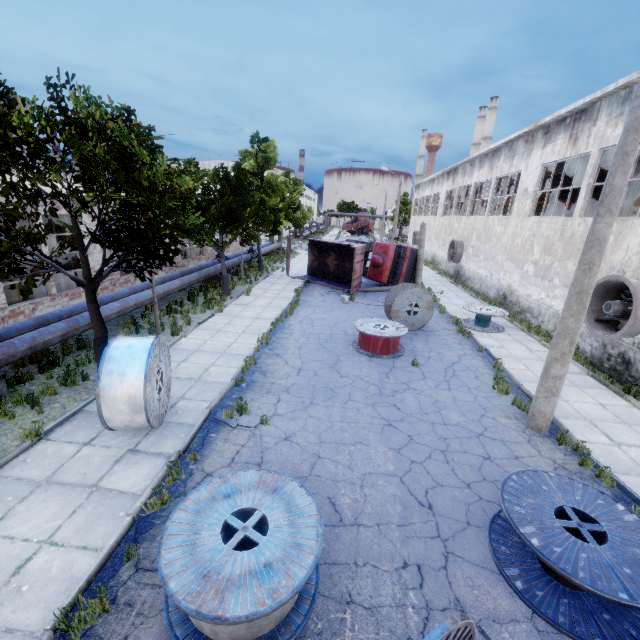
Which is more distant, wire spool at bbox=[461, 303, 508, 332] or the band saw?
wire spool at bbox=[461, 303, 508, 332]

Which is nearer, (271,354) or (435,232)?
(271,354)

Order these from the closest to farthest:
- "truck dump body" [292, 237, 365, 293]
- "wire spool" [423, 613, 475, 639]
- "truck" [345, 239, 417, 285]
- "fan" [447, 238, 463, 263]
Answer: "wire spool" [423, 613, 475, 639], "truck dump body" [292, 237, 365, 293], "truck" [345, 239, 417, 285], "fan" [447, 238, 463, 263]

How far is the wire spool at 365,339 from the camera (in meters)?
11.82

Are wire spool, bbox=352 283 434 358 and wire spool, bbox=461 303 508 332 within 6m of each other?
yes

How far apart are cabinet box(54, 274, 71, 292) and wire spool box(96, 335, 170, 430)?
9.2m

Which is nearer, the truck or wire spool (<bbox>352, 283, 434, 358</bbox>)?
wire spool (<bbox>352, 283, 434, 358</bbox>)

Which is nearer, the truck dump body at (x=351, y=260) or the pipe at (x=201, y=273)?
the pipe at (x=201, y=273)
